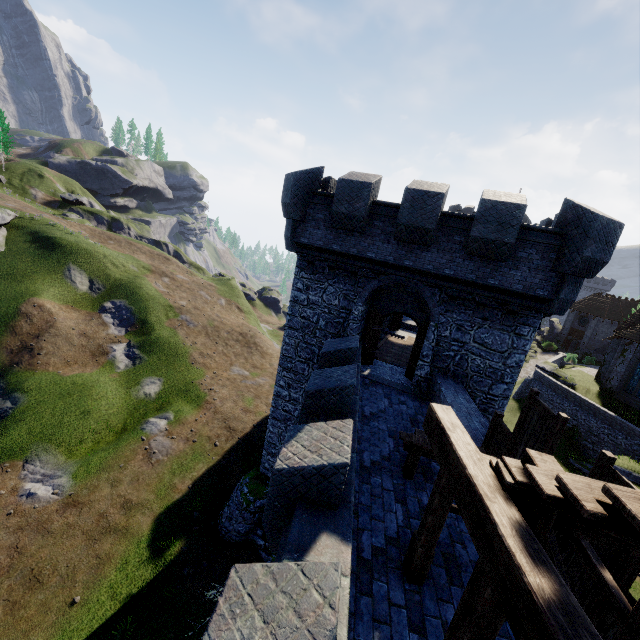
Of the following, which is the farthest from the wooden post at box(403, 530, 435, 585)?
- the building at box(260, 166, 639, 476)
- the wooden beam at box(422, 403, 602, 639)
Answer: the building at box(260, 166, 639, 476)

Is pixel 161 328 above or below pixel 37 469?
above

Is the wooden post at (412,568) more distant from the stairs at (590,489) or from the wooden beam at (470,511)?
the wooden beam at (470,511)

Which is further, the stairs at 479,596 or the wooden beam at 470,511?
the stairs at 479,596

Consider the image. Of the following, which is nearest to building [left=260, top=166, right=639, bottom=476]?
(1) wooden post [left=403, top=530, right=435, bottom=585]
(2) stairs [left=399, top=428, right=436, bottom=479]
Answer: (2) stairs [left=399, top=428, right=436, bottom=479]

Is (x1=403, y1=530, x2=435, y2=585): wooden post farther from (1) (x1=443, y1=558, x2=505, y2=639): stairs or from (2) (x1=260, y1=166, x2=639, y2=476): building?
(2) (x1=260, y1=166, x2=639, y2=476): building

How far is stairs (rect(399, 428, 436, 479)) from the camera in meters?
6.6 m

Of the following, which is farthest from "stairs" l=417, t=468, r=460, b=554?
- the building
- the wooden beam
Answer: the building
